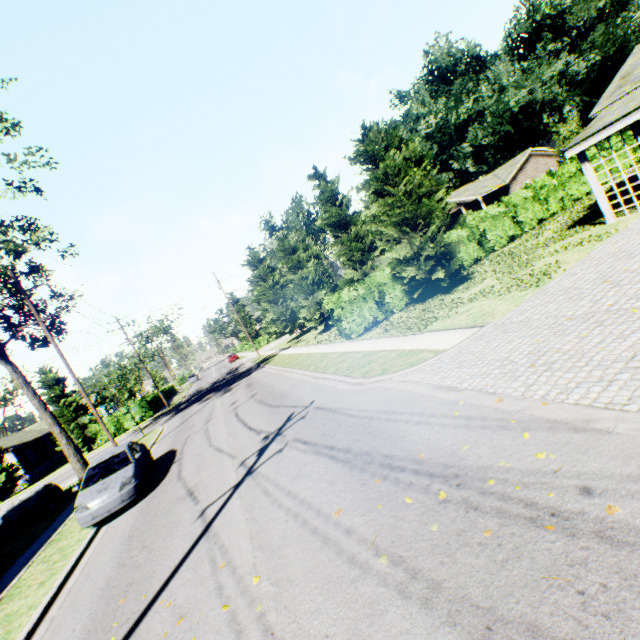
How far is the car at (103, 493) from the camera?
9.7 meters

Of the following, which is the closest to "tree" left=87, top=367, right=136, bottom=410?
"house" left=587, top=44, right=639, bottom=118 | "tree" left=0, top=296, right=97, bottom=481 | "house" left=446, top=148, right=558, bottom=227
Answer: "tree" left=0, top=296, right=97, bottom=481

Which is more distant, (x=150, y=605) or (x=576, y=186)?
(x=576, y=186)

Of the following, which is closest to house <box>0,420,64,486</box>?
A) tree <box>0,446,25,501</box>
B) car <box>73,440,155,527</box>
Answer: tree <box>0,446,25,501</box>

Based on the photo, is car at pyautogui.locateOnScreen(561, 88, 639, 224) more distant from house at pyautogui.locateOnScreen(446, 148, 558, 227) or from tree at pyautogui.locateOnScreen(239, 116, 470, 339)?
house at pyautogui.locateOnScreen(446, 148, 558, 227)

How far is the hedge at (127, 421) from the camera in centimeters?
3538cm

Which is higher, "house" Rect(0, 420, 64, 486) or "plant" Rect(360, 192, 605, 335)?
"house" Rect(0, 420, 64, 486)

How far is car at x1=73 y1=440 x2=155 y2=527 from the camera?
9.73m
